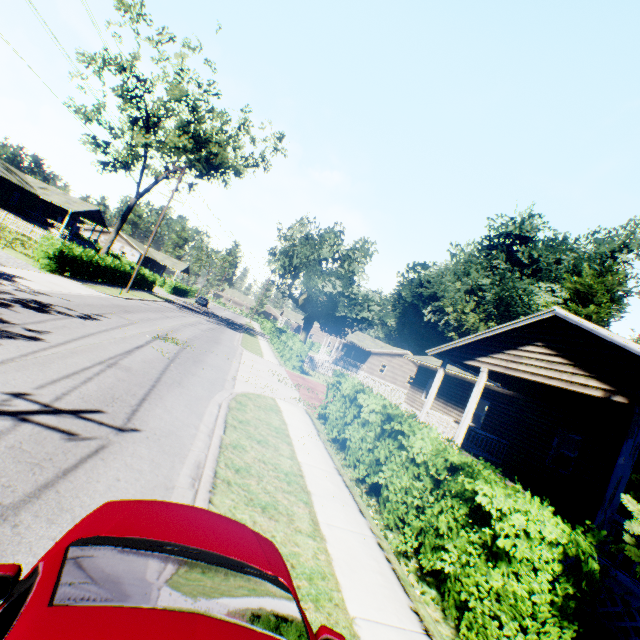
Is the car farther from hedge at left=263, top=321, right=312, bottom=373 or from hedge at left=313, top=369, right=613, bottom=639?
hedge at left=263, top=321, right=312, bottom=373

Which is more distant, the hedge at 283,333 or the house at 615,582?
the hedge at 283,333

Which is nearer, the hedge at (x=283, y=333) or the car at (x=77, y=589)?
the car at (x=77, y=589)

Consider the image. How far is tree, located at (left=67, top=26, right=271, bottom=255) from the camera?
25.0m

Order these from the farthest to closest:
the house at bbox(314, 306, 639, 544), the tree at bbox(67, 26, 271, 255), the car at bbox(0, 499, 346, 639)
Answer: the tree at bbox(67, 26, 271, 255) < the house at bbox(314, 306, 639, 544) < the car at bbox(0, 499, 346, 639)

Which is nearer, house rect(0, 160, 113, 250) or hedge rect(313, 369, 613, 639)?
hedge rect(313, 369, 613, 639)

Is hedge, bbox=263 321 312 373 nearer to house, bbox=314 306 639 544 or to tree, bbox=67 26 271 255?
tree, bbox=67 26 271 255

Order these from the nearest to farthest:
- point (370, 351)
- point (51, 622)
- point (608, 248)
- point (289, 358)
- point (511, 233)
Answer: point (51, 622) → point (289, 358) → point (370, 351) → point (608, 248) → point (511, 233)
